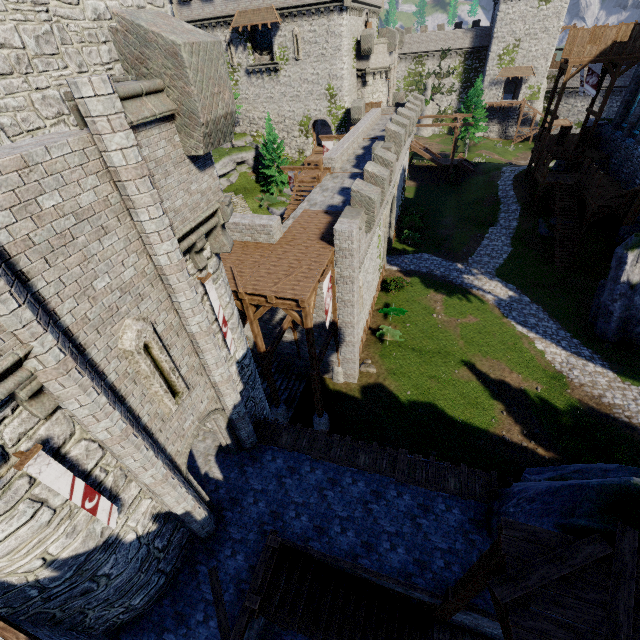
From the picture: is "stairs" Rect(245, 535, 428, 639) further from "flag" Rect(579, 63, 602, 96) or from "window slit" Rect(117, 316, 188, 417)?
"flag" Rect(579, 63, 602, 96)

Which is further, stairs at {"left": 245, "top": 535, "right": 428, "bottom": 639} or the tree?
the tree

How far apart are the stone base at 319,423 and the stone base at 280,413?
1.9 meters

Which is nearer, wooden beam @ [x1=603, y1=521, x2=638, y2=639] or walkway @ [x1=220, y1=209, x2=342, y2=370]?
wooden beam @ [x1=603, y1=521, x2=638, y2=639]

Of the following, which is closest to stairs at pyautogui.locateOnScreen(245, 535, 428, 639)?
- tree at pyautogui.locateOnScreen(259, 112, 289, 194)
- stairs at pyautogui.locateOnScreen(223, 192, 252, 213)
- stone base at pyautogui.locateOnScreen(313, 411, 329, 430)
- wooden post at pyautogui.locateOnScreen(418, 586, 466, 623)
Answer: wooden post at pyautogui.locateOnScreen(418, 586, 466, 623)

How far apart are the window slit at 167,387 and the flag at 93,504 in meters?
1.9 m

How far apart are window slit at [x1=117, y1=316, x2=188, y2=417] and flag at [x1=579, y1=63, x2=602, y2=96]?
42.3 meters

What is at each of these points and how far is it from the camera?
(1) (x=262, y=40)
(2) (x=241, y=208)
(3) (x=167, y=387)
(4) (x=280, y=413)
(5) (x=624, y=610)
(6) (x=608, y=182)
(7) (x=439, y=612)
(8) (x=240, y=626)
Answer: (1) window glass, 37.12m
(2) stairs, 37.00m
(3) window slit, 7.66m
(4) stone base, 18.55m
(5) wooden beam, 4.39m
(6) walkway, 30.28m
(7) wooden post, 9.09m
(8) wooden beam, 8.31m
